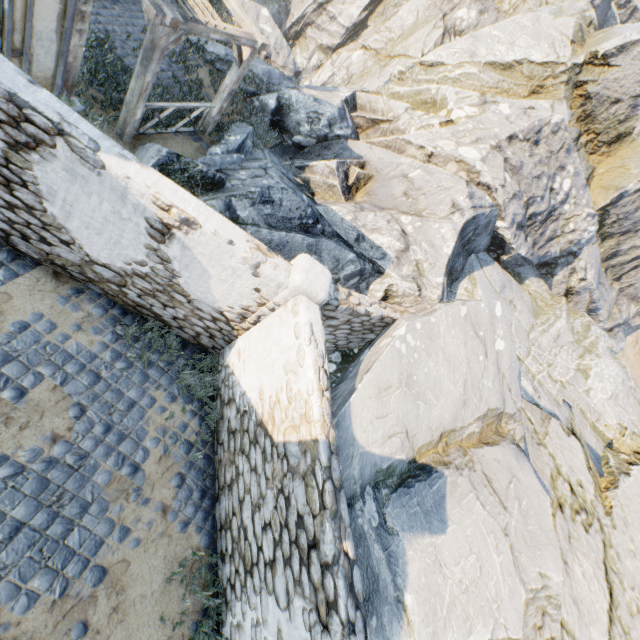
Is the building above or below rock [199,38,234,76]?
above

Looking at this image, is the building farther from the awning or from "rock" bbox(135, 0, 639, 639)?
"rock" bbox(135, 0, 639, 639)

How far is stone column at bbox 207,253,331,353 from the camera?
5.0m

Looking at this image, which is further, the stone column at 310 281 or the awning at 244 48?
the awning at 244 48

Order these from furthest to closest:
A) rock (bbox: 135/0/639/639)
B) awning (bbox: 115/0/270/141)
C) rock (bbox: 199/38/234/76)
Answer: rock (bbox: 199/38/234/76) < awning (bbox: 115/0/270/141) < rock (bbox: 135/0/639/639)

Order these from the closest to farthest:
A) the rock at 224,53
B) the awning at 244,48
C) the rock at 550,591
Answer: the rock at 550,591 < the awning at 244,48 < the rock at 224,53

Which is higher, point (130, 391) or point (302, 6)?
point (130, 391)

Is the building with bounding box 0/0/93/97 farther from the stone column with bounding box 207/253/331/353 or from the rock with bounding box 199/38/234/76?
the stone column with bounding box 207/253/331/353
